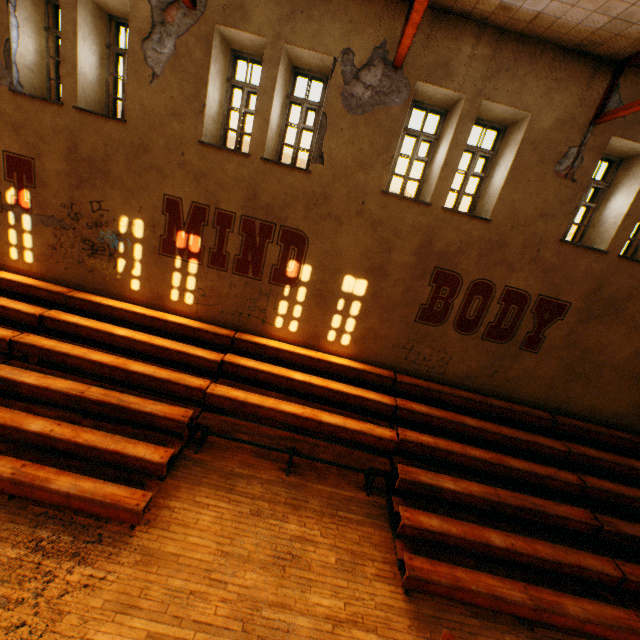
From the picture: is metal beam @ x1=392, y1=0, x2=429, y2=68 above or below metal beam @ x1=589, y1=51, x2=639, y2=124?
below

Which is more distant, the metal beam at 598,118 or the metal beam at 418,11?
the metal beam at 598,118

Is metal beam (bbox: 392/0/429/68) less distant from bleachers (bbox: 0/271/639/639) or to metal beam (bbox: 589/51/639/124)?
metal beam (bbox: 589/51/639/124)

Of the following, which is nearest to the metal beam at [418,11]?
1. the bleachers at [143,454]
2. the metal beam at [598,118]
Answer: the metal beam at [598,118]

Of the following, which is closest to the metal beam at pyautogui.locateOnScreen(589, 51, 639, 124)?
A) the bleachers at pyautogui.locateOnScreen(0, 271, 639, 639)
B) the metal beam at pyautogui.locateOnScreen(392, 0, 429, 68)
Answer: the metal beam at pyautogui.locateOnScreen(392, 0, 429, 68)

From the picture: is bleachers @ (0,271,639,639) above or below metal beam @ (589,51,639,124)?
below

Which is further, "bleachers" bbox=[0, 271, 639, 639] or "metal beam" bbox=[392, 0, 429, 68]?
"bleachers" bbox=[0, 271, 639, 639]

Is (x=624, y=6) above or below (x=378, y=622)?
above
